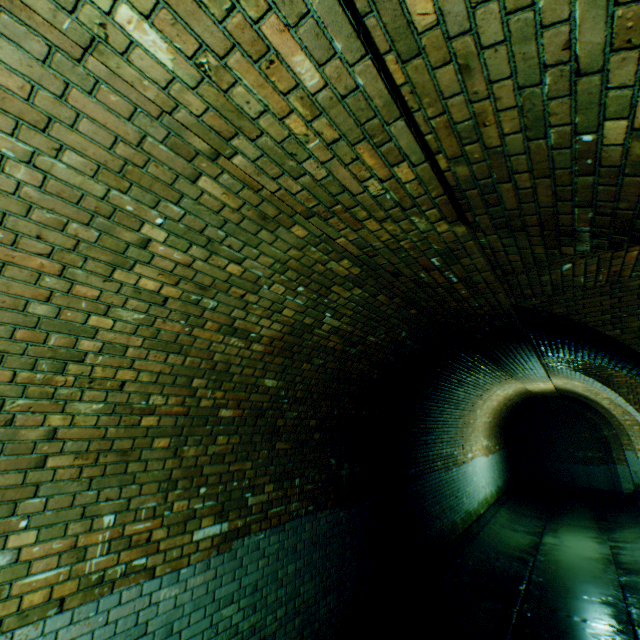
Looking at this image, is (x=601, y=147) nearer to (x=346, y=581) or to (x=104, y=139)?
(x=104, y=139)
